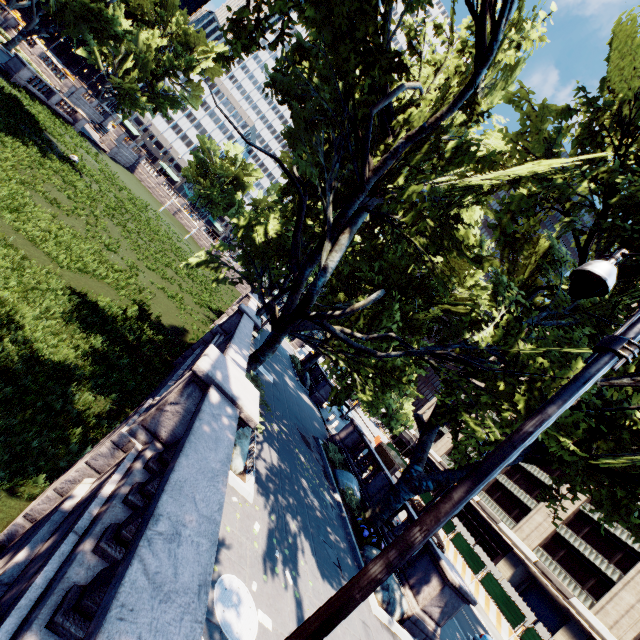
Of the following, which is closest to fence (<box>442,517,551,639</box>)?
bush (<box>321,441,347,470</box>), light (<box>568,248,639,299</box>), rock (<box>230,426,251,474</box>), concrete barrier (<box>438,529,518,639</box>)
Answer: concrete barrier (<box>438,529,518,639</box>)

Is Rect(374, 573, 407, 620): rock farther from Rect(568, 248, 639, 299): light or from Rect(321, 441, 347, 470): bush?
Rect(568, 248, 639, 299): light

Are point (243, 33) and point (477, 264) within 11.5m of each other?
no

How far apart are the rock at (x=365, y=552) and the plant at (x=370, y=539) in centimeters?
14cm

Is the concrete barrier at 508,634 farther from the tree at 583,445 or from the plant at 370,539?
the plant at 370,539

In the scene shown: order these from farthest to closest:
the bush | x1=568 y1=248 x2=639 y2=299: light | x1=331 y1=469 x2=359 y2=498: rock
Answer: the bush → x1=331 y1=469 x2=359 y2=498: rock → x1=568 y1=248 x2=639 y2=299: light

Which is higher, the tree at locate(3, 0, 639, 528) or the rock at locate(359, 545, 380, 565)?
the tree at locate(3, 0, 639, 528)

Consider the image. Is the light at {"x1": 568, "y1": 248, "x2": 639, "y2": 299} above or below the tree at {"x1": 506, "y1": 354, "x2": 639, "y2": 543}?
below
